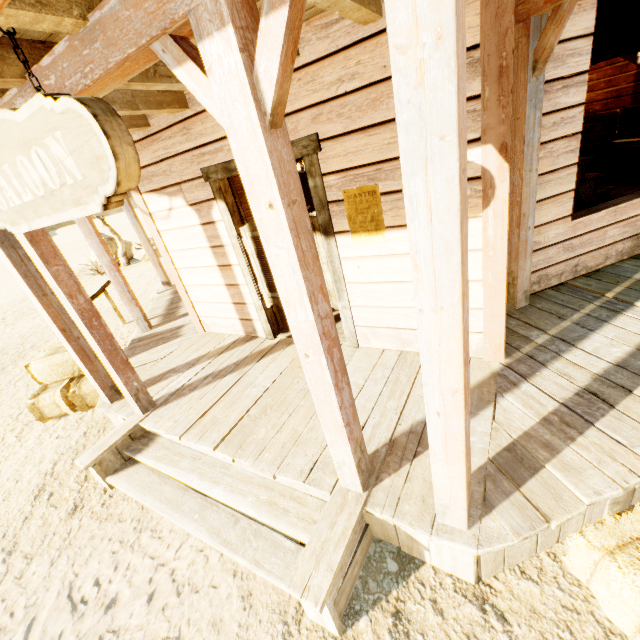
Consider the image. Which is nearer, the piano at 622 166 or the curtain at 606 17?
the curtain at 606 17

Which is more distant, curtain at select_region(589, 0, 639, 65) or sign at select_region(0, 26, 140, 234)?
curtain at select_region(589, 0, 639, 65)

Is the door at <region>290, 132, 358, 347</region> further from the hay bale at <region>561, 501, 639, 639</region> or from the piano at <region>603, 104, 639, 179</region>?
the piano at <region>603, 104, 639, 179</region>

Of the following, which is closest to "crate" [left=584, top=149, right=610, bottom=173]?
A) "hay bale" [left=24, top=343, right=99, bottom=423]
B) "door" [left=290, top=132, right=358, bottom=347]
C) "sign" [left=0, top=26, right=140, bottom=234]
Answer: "door" [left=290, top=132, right=358, bottom=347]

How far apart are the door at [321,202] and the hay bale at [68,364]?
2.5 meters

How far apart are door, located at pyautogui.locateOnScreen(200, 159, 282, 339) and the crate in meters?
7.8

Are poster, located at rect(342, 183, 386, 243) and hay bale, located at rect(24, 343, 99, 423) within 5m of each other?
yes

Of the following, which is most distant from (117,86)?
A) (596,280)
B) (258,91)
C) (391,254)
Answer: (596,280)
